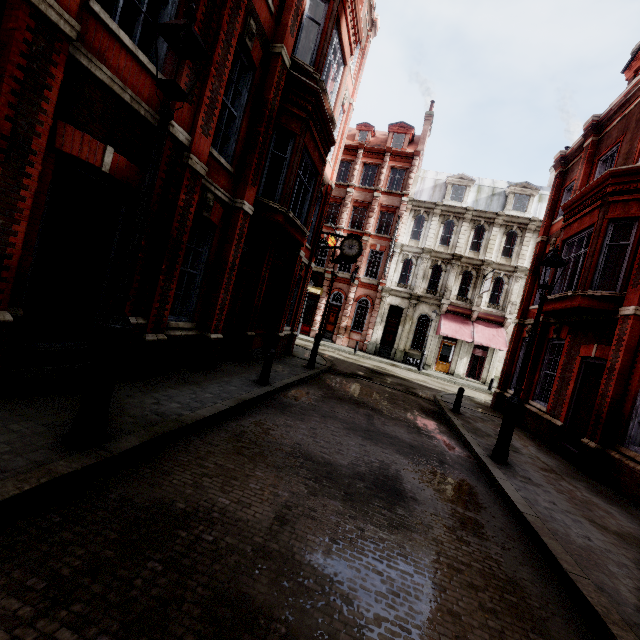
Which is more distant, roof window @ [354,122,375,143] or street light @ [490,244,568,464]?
roof window @ [354,122,375,143]

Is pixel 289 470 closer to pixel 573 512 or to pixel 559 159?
pixel 573 512

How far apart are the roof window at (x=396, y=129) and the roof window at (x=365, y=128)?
1.5 meters

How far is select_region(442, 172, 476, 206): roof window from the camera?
28.0 meters

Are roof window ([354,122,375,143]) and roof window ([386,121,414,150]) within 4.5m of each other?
yes

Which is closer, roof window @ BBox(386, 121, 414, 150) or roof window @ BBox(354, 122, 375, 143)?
roof window @ BBox(386, 121, 414, 150)

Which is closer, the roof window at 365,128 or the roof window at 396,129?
the roof window at 396,129

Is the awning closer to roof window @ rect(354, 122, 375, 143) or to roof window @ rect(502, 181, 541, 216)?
roof window @ rect(502, 181, 541, 216)
